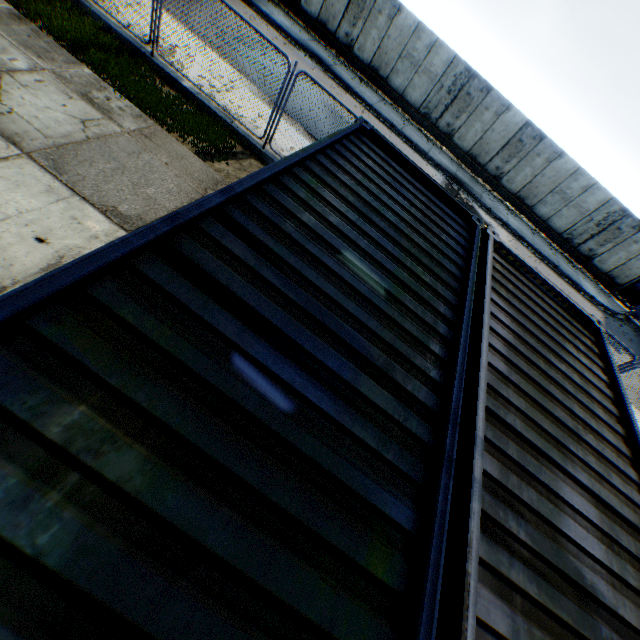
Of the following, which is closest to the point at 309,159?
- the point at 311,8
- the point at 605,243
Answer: the point at 311,8

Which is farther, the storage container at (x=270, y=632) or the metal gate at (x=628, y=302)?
the metal gate at (x=628, y=302)

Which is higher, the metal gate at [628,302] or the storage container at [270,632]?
the storage container at [270,632]

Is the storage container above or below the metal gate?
above

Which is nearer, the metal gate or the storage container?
the storage container
